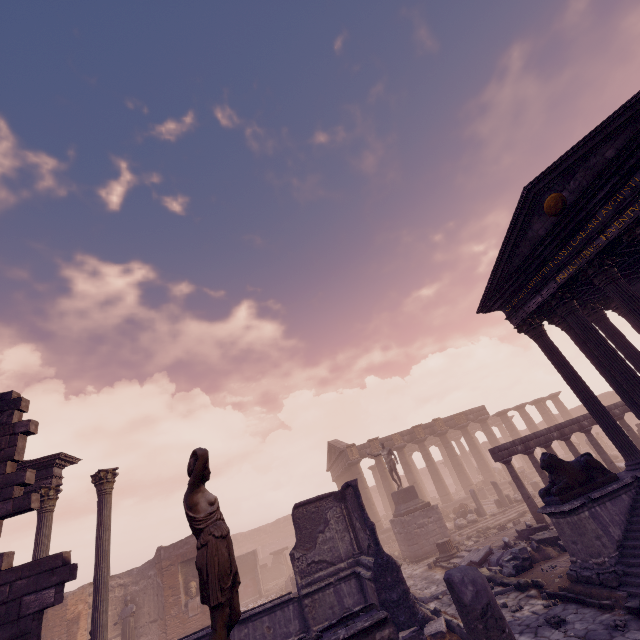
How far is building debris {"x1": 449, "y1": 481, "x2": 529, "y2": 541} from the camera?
18.0 meters

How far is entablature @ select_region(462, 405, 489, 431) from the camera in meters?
30.9

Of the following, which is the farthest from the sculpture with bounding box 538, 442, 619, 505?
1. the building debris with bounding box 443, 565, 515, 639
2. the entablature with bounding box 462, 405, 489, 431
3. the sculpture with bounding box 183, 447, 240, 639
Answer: the entablature with bounding box 462, 405, 489, 431

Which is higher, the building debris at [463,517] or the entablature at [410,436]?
the entablature at [410,436]

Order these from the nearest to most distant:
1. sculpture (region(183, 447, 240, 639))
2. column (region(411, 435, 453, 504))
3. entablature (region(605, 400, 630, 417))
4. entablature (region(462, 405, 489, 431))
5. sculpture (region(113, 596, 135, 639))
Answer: sculpture (region(183, 447, 240, 639)), entablature (region(605, 400, 630, 417)), sculpture (region(113, 596, 135, 639)), column (region(411, 435, 453, 504)), entablature (region(462, 405, 489, 431))

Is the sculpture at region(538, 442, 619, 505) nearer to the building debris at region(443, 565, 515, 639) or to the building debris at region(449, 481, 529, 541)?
the building debris at region(443, 565, 515, 639)

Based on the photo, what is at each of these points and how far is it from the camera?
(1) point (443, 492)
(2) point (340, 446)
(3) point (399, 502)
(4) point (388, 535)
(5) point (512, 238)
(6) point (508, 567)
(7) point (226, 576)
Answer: (1) column, 27.06m
(2) pediment, 29.12m
(3) pedestal, 18.48m
(4) building base, 24.62m
(5) building, 10.34m
(6) building debris, 10.00m
(7) sculpture, 2.96m

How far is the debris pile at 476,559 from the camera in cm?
1156
